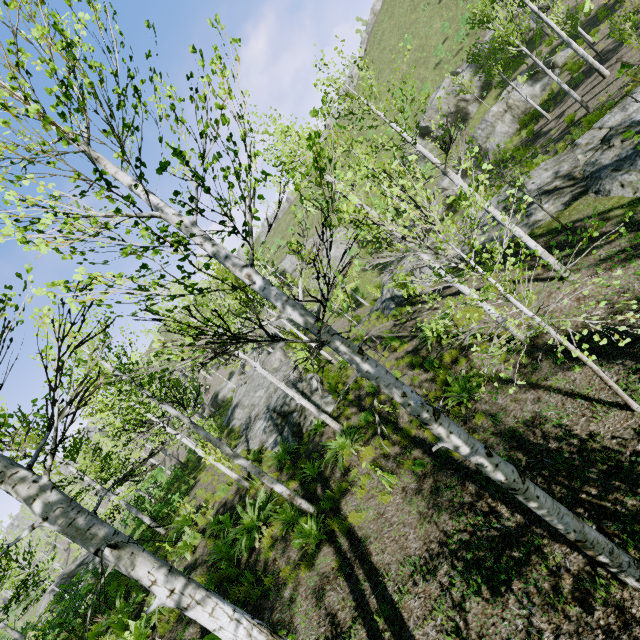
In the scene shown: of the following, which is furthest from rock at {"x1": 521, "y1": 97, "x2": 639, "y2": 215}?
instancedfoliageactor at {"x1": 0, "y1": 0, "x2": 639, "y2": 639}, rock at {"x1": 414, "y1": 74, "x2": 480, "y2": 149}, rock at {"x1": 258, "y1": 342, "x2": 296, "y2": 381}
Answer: rock at {"x1": 414, "y1": 74, "x2": 480, "y2": 149}

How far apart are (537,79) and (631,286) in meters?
24.8

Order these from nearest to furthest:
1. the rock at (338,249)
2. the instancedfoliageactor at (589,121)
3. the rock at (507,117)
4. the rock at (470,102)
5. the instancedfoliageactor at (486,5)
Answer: the instancedfoliageactor at (589,121)
the instancedfoliageactor at (486,5)
the rock at (507,117)
the rock at (470,102)
the rock at (338,249)

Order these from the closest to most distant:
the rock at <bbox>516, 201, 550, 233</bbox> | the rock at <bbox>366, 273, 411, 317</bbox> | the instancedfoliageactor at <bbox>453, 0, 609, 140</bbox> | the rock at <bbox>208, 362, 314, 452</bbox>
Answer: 1. the rock at <bbox>516, 201, 550, 233</bbox>
2. the rock at <bbox>208, 362, 314, 452</bbox>
3. the instancedfoliageactor at <bbox>453, 0, 609, 140</bbox>
4. the rock at <bbox>366, 273, 411, 317</bbox>

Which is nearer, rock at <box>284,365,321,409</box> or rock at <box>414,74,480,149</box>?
rock at <box>284,365,321,409</box>

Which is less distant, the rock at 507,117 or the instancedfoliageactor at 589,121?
the instancedfoliageactor at 589,121

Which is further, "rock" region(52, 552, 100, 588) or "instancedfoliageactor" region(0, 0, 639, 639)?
"rock" region(52, 552, 100, 588)

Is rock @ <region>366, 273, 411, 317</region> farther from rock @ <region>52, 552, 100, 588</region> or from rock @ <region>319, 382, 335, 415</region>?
rock @ <region>52, 552, 100, 588</region>
